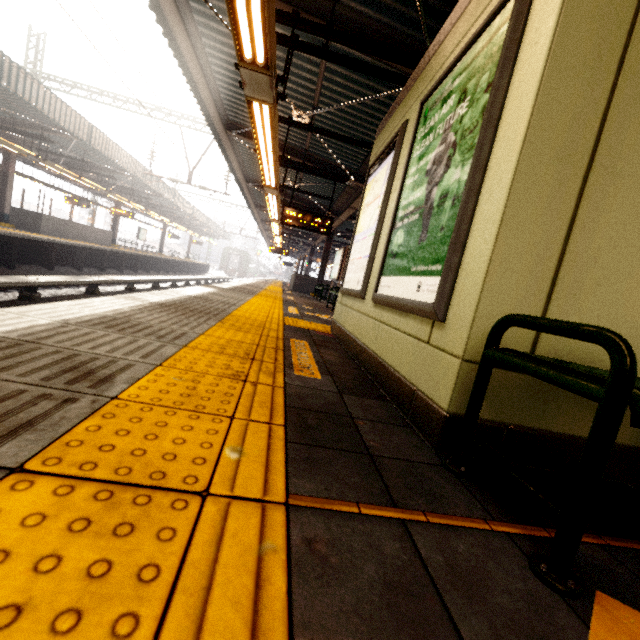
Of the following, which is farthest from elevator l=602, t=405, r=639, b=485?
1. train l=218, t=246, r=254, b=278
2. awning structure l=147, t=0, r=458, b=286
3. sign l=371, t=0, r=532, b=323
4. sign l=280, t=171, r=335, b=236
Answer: train l=218, t=246, r=254, b=278

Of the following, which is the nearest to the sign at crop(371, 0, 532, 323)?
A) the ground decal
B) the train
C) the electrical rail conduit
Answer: the ground decal

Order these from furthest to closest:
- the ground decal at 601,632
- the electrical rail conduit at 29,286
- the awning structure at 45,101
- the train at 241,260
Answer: the train at 241,260 < the awning structure at 45,101 < the electrical rail conduit at 29,286 < the ground decal at 601,632

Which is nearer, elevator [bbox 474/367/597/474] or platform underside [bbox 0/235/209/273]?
elevator [bbox 474/367/597/474]

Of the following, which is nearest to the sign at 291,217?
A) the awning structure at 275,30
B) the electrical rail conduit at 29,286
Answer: the awning structure at 275,30

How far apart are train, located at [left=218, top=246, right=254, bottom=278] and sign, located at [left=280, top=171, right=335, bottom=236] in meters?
40.9

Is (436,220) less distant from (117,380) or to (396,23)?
(117,380)

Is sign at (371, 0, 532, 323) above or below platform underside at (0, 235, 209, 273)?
above
